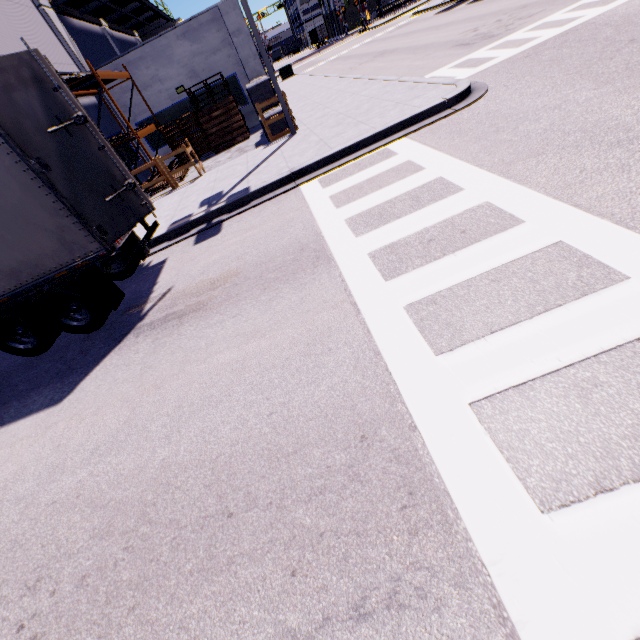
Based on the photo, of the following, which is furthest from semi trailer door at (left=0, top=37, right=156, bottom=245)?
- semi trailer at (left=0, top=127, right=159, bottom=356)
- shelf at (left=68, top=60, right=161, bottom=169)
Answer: shelf at (left=68, top=60, right=161, bottom=169)

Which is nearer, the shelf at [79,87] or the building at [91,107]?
the shelf at [79,87]

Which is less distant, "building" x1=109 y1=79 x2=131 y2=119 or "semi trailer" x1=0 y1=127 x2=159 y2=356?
"semi trailer" x1=0 y1=127 x2=159 y2=356

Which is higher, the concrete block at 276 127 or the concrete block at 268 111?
the concrete block at 268 111

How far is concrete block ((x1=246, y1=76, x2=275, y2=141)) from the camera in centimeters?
1218cm

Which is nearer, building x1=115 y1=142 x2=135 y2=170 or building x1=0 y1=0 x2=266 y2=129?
building x1=0 y1=0 x2=266 y2=129

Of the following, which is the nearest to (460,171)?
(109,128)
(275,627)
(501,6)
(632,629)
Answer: (632,629)

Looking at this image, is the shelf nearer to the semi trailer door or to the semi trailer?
the semi trailer
